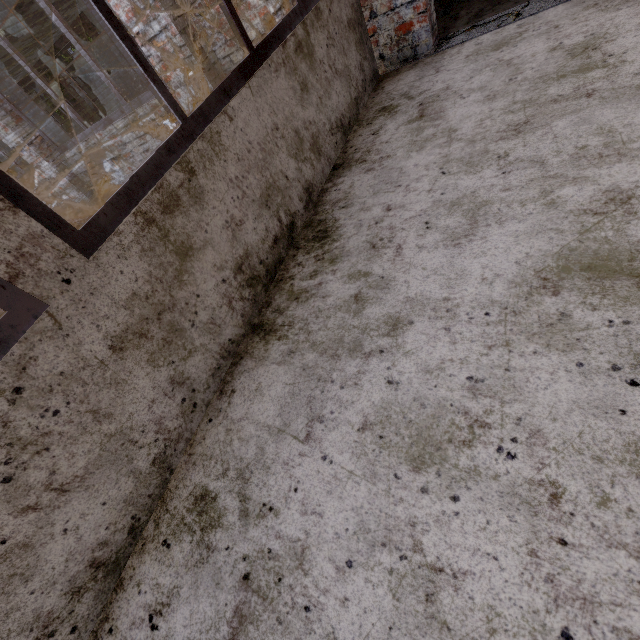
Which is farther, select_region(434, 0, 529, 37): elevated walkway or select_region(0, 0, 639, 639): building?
select_region(434, 0, 529, 37): elevated walkway

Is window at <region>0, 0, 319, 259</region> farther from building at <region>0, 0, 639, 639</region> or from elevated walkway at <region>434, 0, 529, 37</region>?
elevated walkway at <region>434, 0, 529, 37</region>

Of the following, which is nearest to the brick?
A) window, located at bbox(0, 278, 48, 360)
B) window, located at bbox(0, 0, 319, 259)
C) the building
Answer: the building

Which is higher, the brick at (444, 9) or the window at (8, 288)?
the window at (8, 288)

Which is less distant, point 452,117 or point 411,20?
point 452,117

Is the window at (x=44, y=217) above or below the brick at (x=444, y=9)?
above

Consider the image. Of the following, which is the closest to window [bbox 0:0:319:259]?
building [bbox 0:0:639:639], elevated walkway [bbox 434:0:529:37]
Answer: building [bbox 0:0:639:639]

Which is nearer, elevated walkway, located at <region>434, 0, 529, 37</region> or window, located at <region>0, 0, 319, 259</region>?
window, located at <region>0, 0, 319, 259</region>
